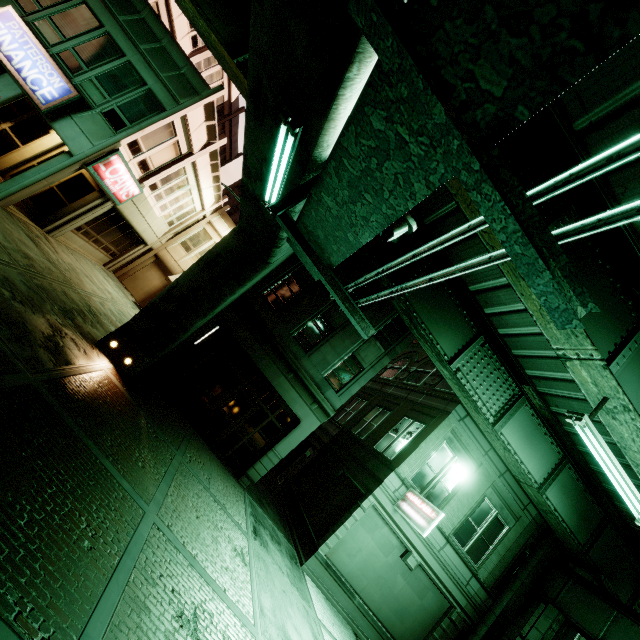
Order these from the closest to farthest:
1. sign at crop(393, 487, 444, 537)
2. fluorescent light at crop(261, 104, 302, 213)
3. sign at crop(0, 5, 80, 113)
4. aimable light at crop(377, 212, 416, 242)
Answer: aimable light at crop(377, 212, 416, 242)
fluorescent light at crop(261, 104, 302, 213)
sign at crop(0, 5, 80, 113)
sign at crop(393, 487, 444, 537)

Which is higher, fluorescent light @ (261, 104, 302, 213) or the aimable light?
fluorescent light @ (261, 104, 302, 213)

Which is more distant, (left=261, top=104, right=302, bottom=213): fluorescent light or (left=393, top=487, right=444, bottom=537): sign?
(left=393, top=487, right=444, bottom=537): sign

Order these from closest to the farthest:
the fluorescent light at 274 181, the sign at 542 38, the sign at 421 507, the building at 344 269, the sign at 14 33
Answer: the sign at 542 38 < the fluorescent light at 274 181 < the sign at 14 33 < the sign at 421 507 < the building at 344 269

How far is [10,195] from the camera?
11.2m

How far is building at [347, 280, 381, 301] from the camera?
15.4m

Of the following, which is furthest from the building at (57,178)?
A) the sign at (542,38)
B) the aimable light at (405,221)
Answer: the aimable light at (405,221)

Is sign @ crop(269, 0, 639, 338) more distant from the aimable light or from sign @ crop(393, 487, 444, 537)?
sign @ crop(393, 487, 444, 537)
